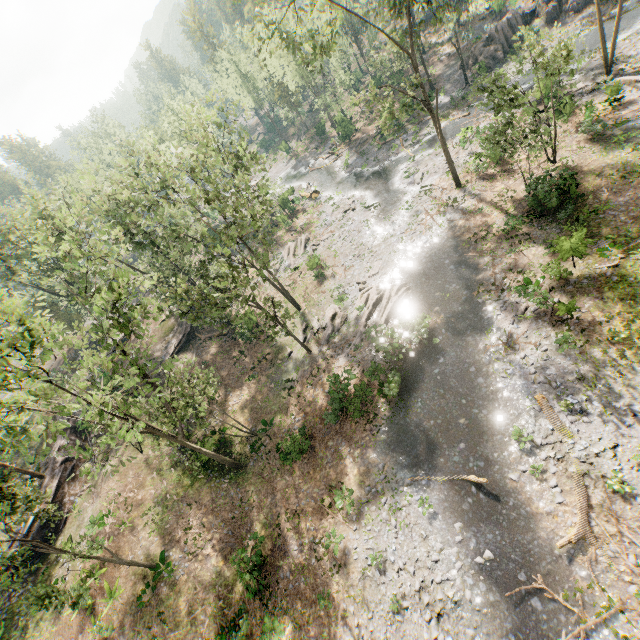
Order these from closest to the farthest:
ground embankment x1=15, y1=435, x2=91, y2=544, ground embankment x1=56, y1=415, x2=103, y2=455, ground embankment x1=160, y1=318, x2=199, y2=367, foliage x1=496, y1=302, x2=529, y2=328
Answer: foliage x1=496, y1=302, x2=529, y2=328, ground embankment x1=15, y1=435, x2=91, y2=544, ground embankment x1=56, y1=415, x2=103, y2=455, ground embankment x1=160, y1=318, x2=199, y2=367

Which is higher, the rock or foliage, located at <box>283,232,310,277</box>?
the rock

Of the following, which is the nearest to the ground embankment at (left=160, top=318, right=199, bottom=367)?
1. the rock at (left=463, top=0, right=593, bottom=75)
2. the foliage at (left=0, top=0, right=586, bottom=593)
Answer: the foliage at (left=0, top=0, right=586, bottom=593)

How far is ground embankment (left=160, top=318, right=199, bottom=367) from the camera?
34.4 meters

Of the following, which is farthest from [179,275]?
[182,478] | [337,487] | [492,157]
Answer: [492,157]

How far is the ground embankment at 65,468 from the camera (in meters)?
24.76

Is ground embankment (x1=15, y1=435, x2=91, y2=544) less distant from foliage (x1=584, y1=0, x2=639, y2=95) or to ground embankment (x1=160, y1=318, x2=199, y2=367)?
foliage (x1=584, y1=0, x2=639, y2=95)

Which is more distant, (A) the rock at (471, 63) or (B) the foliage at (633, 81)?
(A) the rock at (471, 63)
